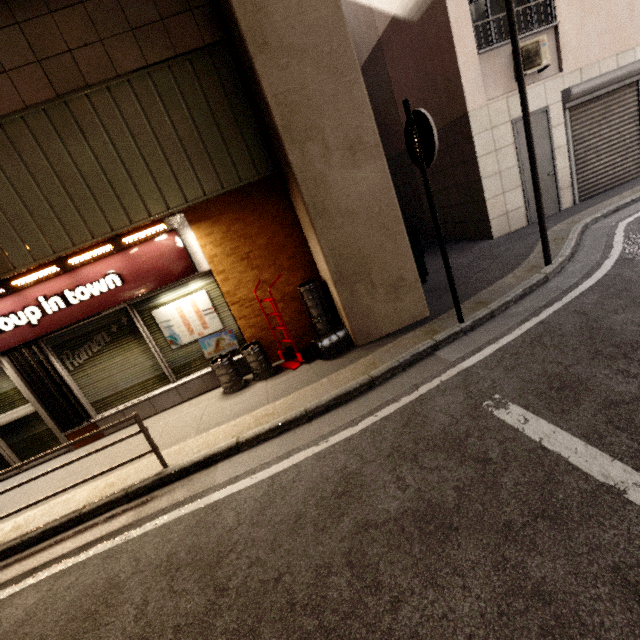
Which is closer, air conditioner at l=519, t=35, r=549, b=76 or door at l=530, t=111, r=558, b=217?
air conditioner at l=519, t=35, r=549, b=76

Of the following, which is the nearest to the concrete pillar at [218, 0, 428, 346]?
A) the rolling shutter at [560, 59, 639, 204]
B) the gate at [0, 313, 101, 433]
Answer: the gate at [0, 313, 101, 433]

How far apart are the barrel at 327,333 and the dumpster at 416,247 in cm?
166

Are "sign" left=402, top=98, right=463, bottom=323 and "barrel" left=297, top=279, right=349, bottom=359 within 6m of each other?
yes

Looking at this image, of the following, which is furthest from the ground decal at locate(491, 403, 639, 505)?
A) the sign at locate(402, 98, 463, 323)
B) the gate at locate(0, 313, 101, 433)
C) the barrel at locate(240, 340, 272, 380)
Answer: the gate at locate(0, 313, 101, 433)

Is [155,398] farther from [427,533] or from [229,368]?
[427,533]

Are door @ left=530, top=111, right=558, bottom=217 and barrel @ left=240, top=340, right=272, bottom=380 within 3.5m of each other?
no

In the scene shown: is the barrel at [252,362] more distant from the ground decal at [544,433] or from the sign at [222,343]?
the ground decal at [544,433]
